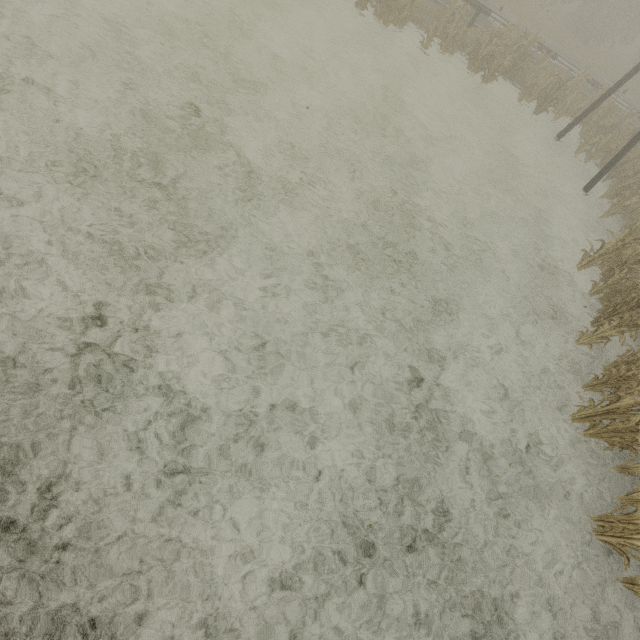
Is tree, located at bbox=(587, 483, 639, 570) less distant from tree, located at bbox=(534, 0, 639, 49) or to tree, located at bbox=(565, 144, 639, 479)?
tree, located at bbox=(565, 144, 639, 479)

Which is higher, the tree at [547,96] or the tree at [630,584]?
the tree at [547,96]

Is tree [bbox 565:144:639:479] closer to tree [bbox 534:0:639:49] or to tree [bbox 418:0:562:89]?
tree [bbox 534:0:639:49]

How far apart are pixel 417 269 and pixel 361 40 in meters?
11.1

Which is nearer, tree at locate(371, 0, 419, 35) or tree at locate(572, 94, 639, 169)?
tree at locate(371, 0, 419, 35)

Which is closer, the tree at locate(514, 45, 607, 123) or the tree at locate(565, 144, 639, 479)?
the tree at locate(565, 144, 639, 479)

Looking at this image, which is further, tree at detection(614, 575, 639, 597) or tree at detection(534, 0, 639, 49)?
tree at detection(534, 0, 639, 49)

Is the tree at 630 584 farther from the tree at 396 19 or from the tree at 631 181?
the tree at 396 19
